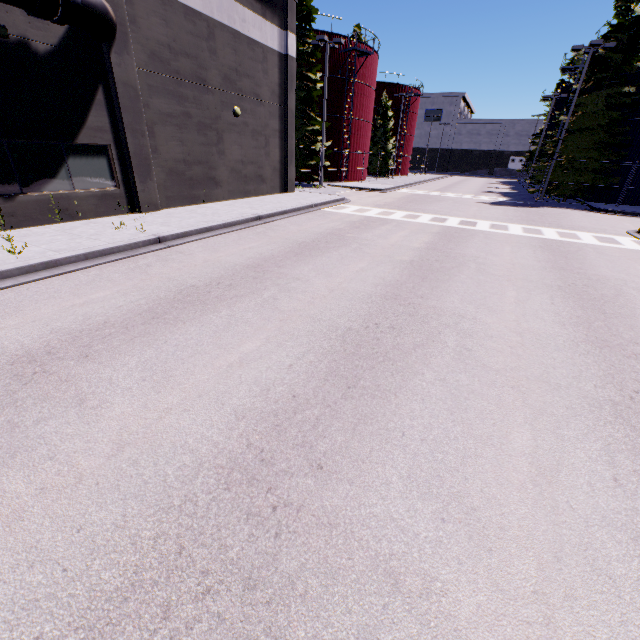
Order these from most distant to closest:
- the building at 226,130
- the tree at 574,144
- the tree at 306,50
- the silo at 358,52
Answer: the silo at 358,52 → the tree at 306,50 → the tree at 574,144 → the building at 226,130

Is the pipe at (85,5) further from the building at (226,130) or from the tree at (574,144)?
the tree at (574,144)

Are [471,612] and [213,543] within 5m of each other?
yes

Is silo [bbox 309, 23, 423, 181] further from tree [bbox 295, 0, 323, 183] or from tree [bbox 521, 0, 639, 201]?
tree [bbox 295, 0, 323, 183]

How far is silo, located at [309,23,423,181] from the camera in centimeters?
2977cm

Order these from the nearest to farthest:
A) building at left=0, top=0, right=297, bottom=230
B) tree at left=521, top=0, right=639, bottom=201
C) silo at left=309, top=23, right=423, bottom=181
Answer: building at left=0, top=0, right=297, bottom=230
tree at left=521, top=0, right=639, bottom=201
silo at left=309, top=23, right=423, bottom=181

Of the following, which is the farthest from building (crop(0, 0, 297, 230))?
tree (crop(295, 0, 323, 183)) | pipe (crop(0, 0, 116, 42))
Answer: tree (crop(295, 0, 323, 183))

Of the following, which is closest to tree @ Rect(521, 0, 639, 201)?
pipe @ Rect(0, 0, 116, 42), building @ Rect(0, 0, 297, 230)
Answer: building @ Rect(0, 0, 297, 230)
